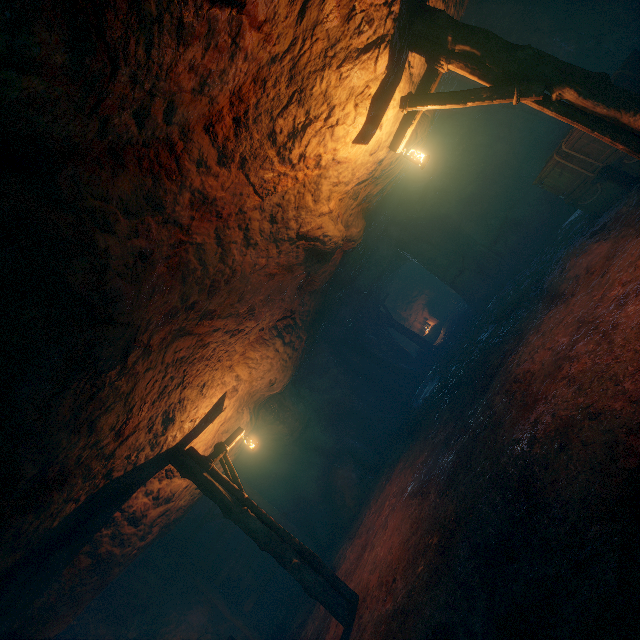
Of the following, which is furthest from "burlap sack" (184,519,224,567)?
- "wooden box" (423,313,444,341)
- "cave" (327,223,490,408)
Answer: "wooden box" (423,313,444,341)

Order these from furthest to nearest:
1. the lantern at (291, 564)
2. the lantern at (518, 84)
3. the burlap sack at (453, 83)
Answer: the burlap sack at (453, 83)
the lantern at (291, 564)
the lantern at (518, 84)

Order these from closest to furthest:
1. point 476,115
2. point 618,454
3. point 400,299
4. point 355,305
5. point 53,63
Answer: point 53,63, point 618,454, point 476,115, point 355,305, point 400,299

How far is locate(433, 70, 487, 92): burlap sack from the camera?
8.4 meters

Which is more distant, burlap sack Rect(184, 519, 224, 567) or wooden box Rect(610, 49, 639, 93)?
burlap sack Rect(184, 519, 224, 567)

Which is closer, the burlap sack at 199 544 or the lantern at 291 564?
the lantern at 291 564

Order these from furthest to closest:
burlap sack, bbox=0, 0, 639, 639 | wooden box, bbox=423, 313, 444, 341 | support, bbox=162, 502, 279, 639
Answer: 1. wooden box, bbox=423, 313, 444, 341
2. support, bbox=162, 502, 279, 639
3. burlap sack, bbox=0, 0, 639, 639

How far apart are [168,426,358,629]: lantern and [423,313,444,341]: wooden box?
17.15m
